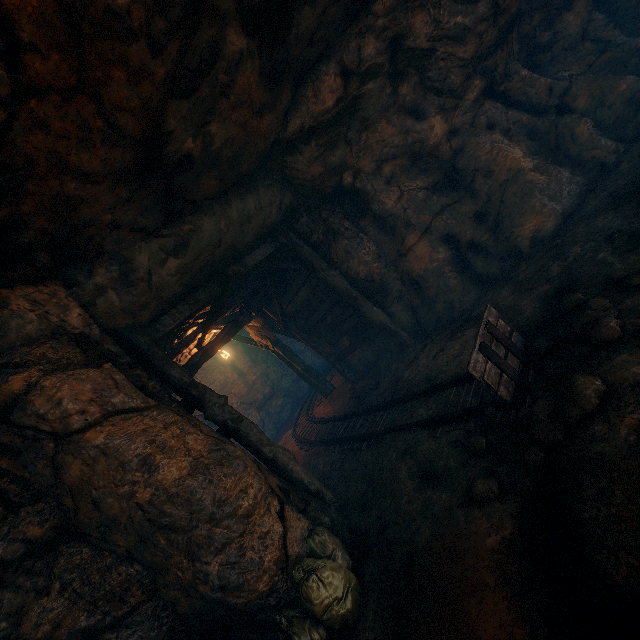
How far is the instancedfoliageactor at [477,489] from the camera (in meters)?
2.95

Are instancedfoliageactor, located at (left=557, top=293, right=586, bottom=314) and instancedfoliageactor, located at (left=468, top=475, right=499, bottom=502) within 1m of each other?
no

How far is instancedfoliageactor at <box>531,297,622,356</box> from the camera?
2.9m

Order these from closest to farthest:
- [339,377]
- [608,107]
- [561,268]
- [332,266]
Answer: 1. [561,268]
2. [608,107]
3. [332,266]
4. [339,377]

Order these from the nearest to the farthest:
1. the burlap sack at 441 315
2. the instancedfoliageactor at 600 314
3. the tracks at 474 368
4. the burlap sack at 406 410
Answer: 1. the burlap sack at 441 315
2. the instancedfoliageactor at 600 314
3. the tracks at 474 368
4. the burlap sack at 406 410

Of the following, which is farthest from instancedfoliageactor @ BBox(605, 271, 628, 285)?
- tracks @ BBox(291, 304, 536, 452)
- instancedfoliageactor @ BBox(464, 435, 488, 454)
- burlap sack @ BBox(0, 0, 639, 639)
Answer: instancedfoliageactor @ BBox(464, 435, 488, 454)

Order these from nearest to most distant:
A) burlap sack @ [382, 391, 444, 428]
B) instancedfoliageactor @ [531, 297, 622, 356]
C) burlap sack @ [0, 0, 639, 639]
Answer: burlap sack @ [0, 0, 639, 639] → instancedfoliageactor @ [531, 297, 622, 356] → burlap sack @ [382, 391, 444, 428]

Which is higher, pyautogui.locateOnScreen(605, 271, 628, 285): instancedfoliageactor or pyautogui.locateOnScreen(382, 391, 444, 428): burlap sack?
pyautogui.locateOnScreen(605, 271, 628, 285): instancedfoliageactor
